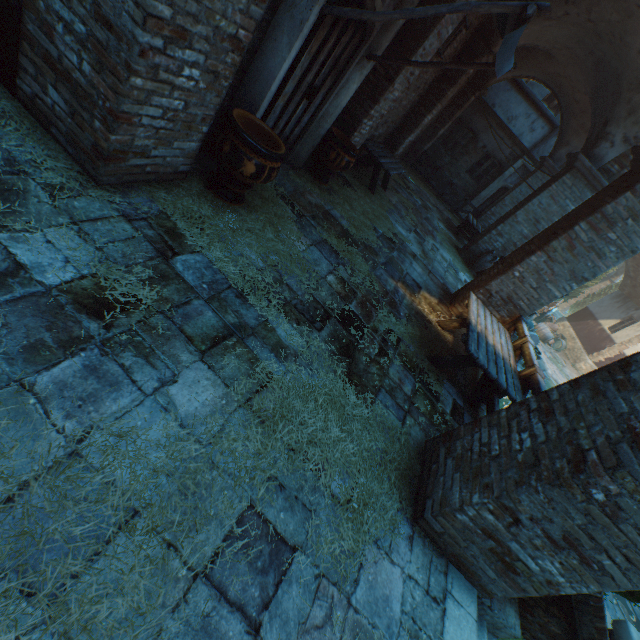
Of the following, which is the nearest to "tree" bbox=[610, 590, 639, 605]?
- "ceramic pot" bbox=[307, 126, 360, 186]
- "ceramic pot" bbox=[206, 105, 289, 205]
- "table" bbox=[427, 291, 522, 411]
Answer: "table" bbox=[427, 291, 522, 411]

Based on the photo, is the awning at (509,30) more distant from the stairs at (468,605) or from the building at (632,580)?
the building at (632,580)

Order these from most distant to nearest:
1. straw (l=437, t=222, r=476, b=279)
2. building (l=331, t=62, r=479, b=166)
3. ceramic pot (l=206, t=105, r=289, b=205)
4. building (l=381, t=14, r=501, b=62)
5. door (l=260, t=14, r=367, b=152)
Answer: straw (l=437, t=222, r=476, b=279) < building (l=331, t=62, r=479, b=166) < building (l=381, t=14, r=501, b=62) < door (l=260, t=14, r=367, b=152) < ceramic pot (l=206, t=105, r=289, b=205)

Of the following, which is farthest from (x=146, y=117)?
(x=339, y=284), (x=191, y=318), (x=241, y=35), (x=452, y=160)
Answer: (x=452, y=160)

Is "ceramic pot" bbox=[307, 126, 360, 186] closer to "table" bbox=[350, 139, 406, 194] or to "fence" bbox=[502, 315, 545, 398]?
"table" bbox=[350, 139, 406, 194]

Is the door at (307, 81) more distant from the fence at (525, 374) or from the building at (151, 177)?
the building at (151, 177)

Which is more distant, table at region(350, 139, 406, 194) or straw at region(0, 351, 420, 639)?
table at region(350, 139, 406, 194)

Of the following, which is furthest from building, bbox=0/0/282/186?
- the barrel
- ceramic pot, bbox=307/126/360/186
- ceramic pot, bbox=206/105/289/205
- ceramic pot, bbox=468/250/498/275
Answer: ceramic pot, bbox=468/250/498/275
